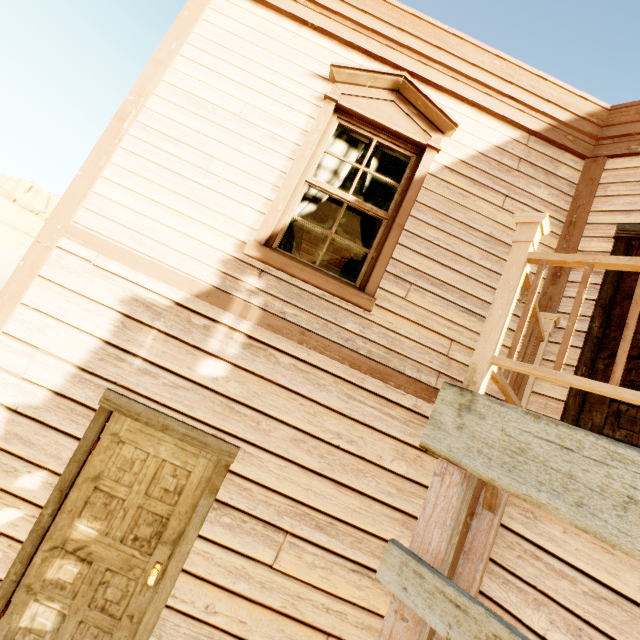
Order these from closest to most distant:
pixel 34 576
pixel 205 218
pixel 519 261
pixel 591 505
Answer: pixel 591 505 → pixel 519 261 → pixel 34 576 → pixel 205 218

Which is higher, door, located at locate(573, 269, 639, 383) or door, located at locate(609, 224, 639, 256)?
door, located at locate(609, 224, 639, 256)

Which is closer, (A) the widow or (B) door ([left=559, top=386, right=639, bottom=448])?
→ (B) door ([left=559, top=386, right=639, bottom=448])

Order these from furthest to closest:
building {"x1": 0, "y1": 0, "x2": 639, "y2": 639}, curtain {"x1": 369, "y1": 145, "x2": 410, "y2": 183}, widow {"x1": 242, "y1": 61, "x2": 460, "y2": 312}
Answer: curtain {"x1": 369, "y1": 145, "x2": 410, "y2": 183} → widow {"x1": 242, "y1": 61, "x2": 460, "y2": 312} → building {"x1": 0, "y1": 0, "x2": 639, "y2": 639}

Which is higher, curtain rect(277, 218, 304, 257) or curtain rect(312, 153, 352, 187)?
curtain rect(312, 153, 352, 187)

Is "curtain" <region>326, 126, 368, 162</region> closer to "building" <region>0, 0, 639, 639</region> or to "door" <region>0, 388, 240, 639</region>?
"building" <region>0, 0, 639, 639</region>

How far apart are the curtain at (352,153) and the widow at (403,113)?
0.1m

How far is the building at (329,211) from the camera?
6.32m
